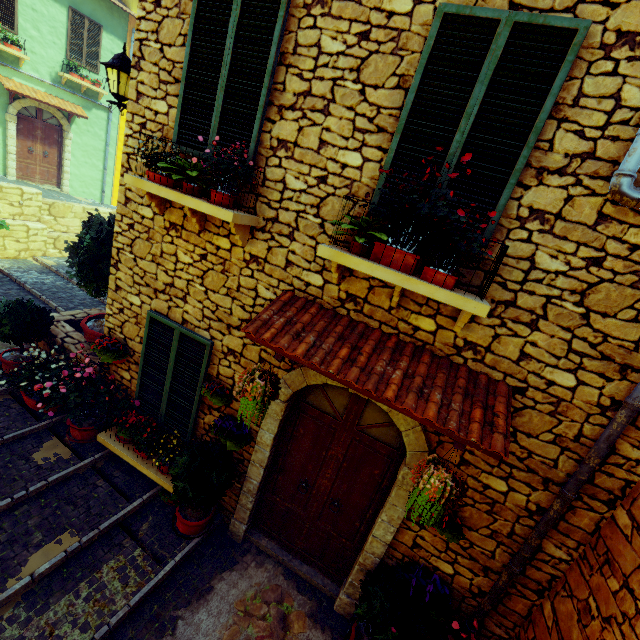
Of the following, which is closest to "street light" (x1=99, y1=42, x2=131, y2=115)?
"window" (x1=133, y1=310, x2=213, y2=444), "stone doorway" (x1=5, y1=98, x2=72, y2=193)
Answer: "window" (x1=133, y1=310, x2=213, y2=444)

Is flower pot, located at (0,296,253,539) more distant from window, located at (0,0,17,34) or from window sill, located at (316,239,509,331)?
window, located at (0,0,17,34)

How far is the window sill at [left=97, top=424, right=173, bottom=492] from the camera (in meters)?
4.42

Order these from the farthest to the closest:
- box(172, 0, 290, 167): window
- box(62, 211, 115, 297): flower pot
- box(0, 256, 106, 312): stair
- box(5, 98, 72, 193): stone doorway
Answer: box(5, 98, 72, 193): stone doorway, box(0, 256, 106, 312): stair, box(62, 211, 115, 297): flower pot, box(172, 0, 290, 167): window

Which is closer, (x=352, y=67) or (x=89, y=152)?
(x=352, y=67)

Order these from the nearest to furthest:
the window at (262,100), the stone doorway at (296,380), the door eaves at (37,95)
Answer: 1. the window at (262,100)
2. the stone doorway at (296,380)
3. the door eaves at (37,95)

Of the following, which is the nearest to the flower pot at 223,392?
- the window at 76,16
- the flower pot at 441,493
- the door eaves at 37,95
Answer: the flower pot at 441,493

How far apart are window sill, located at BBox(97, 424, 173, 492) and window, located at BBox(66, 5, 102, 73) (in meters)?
14.74
